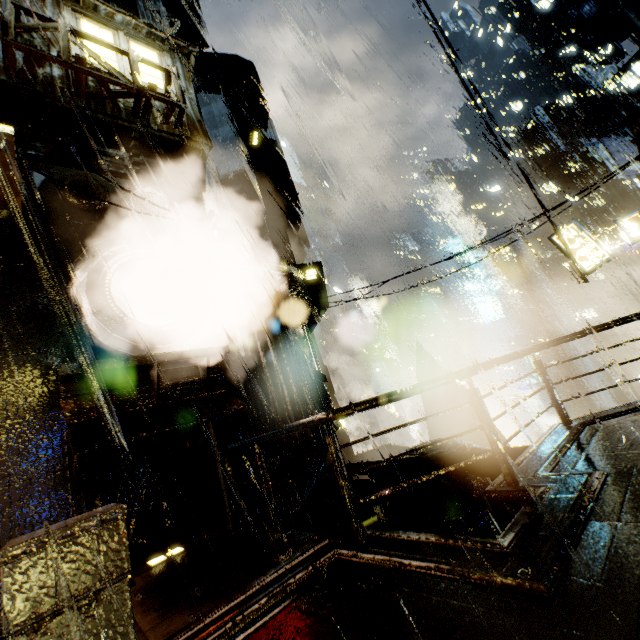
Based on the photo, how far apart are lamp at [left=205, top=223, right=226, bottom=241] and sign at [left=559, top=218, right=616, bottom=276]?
14.7 meters

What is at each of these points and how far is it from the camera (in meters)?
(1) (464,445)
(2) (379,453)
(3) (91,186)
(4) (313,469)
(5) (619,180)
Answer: (1) building vent, 12.30
(2) building, 25.81
(3) building, 7.10
(4) building, 8.93
(5) building, 38.34

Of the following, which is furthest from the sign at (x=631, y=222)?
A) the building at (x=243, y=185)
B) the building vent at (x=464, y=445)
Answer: the building vent at (x=464, y=445)

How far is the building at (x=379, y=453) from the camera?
10.05m

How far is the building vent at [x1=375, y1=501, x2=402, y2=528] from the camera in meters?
11.4 m

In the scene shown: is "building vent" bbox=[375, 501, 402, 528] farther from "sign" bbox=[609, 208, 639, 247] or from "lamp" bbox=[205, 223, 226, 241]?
"lamp" bbox=[205, 223, 226, 241]

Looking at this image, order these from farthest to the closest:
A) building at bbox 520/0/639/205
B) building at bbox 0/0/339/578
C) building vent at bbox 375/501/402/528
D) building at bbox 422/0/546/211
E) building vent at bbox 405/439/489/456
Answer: building at bbox 520/0/639/205 < building at bbox 422/0/546/211 < building vent at bbox 405/439/489/456 < building vent at bbox 375/501/402/528 < building at bbox 0/0/339/578

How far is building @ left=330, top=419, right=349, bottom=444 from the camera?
9.91m
